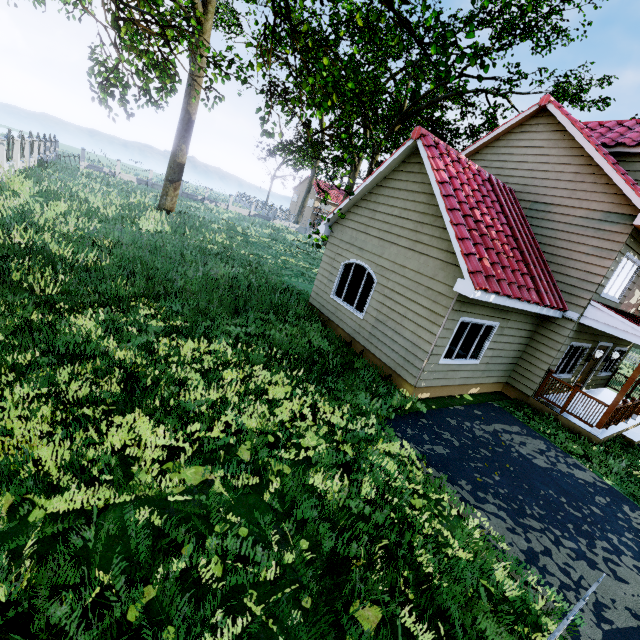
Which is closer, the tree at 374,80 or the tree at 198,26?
the tree at 374,80

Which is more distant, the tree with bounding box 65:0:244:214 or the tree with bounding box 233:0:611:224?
the tree with bounding box 65:0:244:214

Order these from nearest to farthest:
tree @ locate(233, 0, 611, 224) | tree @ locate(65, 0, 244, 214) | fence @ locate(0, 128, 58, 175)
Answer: tree @ locate(233, 0, 611, 224)
tree @ locate(65, 0, 244, 214)
fence @ locate(0, 128, 58, 175)

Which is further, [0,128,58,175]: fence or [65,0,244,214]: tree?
[0,128,58,175]: fence

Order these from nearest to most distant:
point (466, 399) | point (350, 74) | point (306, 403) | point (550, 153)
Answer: point (306, 403)
point (466, 399)
point (550, 153)
point (350, 74)

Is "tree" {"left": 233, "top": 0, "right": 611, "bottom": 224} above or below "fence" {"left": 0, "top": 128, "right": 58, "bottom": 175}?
above

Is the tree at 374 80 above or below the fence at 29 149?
above
